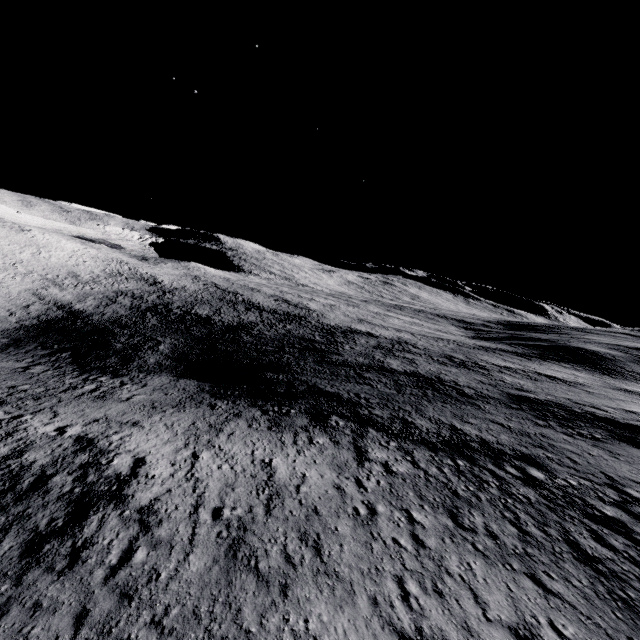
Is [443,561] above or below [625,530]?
below
